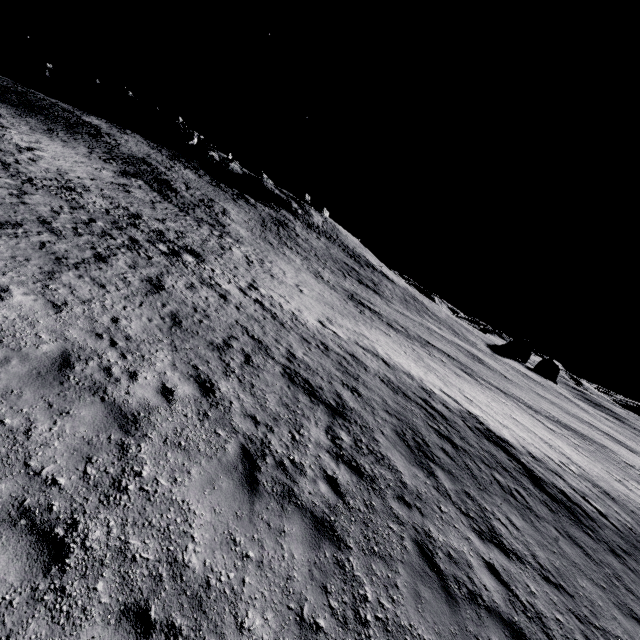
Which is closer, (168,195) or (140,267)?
(140,267)
